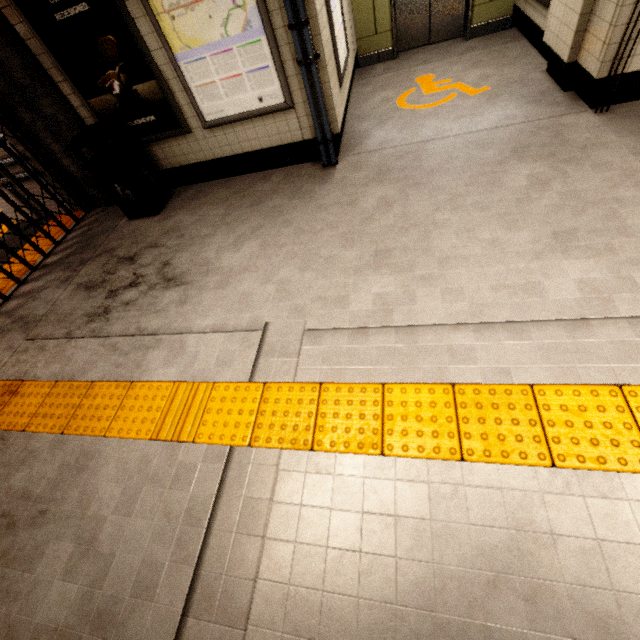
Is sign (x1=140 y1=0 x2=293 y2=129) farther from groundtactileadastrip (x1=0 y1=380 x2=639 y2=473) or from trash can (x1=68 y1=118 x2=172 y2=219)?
groundtactileadastrip (x1=0 y1=380 x2=639 y2=473)

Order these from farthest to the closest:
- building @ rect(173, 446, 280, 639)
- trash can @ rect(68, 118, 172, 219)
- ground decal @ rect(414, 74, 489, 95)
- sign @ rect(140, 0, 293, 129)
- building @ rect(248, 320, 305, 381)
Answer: ground decal @ rect(414, 74, 489, 95), trash can @ rect(68, 118, 172, 219), sign @ rect(140, 0, 293, 129), building @ rect(248, 320, 305, 381), building @ rect(173, 446, 280, 639)

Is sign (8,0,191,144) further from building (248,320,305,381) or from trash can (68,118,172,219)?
building (248,320,305,381)

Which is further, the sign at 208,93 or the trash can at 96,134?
the trash can at 96,134

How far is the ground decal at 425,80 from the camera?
4.73m

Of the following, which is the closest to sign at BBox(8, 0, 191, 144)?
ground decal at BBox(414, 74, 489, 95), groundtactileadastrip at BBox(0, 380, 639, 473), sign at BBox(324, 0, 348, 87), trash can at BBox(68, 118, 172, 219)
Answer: trash can at BBox(68, 118, 172, 219)

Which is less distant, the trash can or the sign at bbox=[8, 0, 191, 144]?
the sign at bbox=[8, 0, 191, 144]

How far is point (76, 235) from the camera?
5.1m
